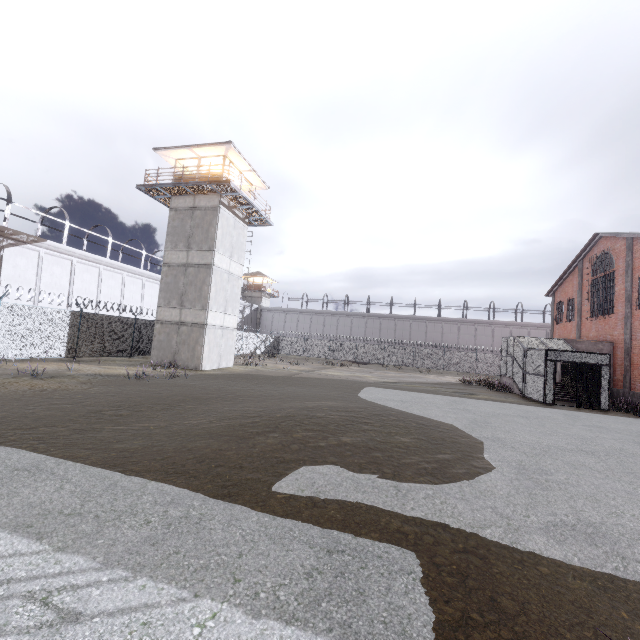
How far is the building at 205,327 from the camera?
21.3m

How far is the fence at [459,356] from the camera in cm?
4178

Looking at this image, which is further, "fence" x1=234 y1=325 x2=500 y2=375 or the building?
"fence" x1=234 y1=325 x2=500 y2=375

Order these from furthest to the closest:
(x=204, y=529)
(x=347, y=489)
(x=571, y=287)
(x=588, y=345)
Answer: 1. (x=571, y=287)
2. (x=588, y=345)
3. (x=347, y=489)
4. (x=204, y=529)

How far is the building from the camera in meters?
21.3

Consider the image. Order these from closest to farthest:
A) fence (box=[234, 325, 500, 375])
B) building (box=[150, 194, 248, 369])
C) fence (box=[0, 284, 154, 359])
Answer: fence (box=[0, 284, 154, 359])
building (box=[150, 194, 248, 369])
fence (box=[234, 325, 500, 375])

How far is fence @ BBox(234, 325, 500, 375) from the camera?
41.8m
